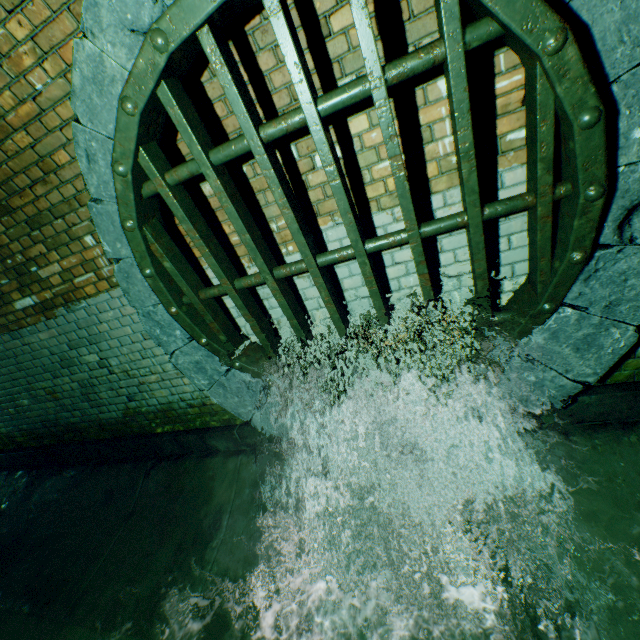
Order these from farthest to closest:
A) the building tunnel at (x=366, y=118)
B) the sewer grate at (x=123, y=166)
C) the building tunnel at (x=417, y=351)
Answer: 1. the building tunnel at (x=417, y=351)
2. the building tunnel at (x=366, y=118)
3. the sewer grate at (x=123, y=166)

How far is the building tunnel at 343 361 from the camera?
2.6 meters

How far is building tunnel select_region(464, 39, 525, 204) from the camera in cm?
159

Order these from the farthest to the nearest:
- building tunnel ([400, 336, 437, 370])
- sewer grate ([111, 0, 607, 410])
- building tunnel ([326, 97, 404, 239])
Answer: building tunnel ([400, 336, 437, 370]) < building tunnel ([326, 97, 404, 239]) < sewer grate ([111, 0, 607, 410])

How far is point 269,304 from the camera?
2.6m

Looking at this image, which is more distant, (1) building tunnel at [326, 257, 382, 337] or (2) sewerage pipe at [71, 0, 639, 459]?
(1) building tunnel at [326, 257, 382, 337]
